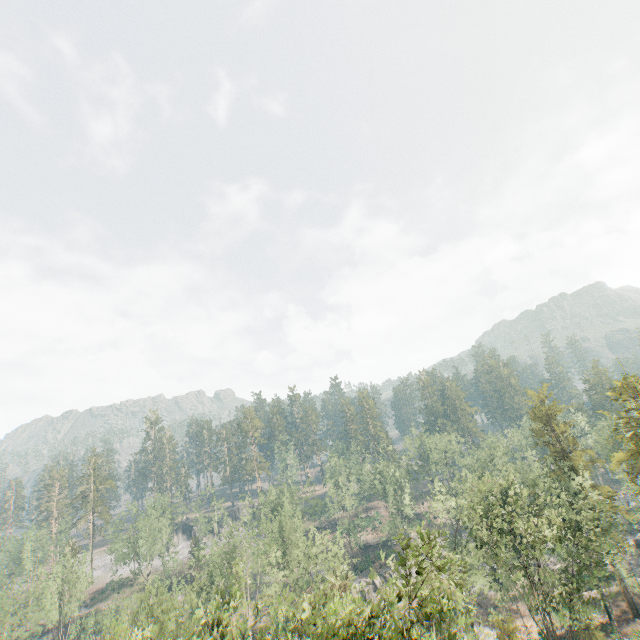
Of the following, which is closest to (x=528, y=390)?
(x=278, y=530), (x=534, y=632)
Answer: (x=534, y=632)

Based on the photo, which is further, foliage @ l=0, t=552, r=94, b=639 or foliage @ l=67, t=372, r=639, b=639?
foliage @ l=0, t=552, r=94, b=639

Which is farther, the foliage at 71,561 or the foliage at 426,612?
the foliage at 71,561
